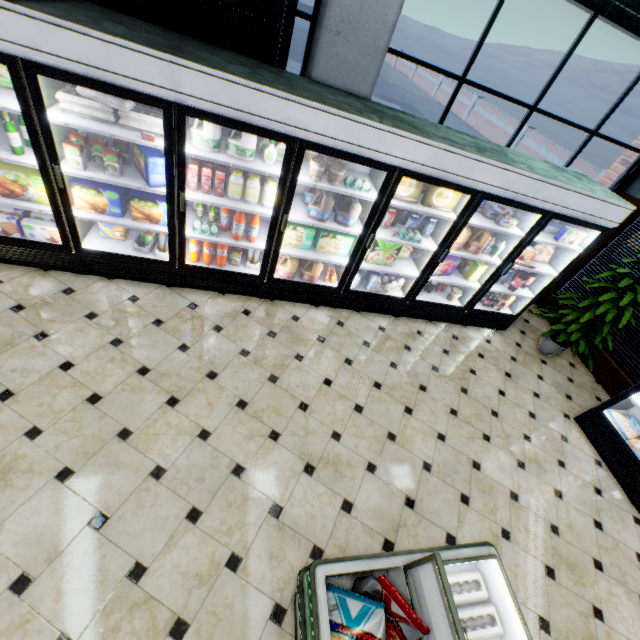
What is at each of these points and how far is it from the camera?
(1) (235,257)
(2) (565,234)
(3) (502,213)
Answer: (1) broth carton, 4.0m
(2) boxed frozen food, 4.2m
(3) ice cream, 4.0m

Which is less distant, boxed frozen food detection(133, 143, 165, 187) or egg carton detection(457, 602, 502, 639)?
egg carton detection(457, 602, 502, 639)

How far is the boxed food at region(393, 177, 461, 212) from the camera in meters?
3.5 m

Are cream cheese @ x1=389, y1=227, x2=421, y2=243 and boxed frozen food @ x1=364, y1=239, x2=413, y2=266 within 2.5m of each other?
yes

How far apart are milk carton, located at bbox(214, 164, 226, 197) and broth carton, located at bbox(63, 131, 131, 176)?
0.6 meters

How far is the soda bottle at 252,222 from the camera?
3.52m

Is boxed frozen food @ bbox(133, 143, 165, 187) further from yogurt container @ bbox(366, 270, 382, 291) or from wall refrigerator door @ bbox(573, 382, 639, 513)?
wall refrigerator door @ bbox(573, 382, 639, 513)

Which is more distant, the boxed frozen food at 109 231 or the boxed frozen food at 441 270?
the boxed frozen food at 441 270
